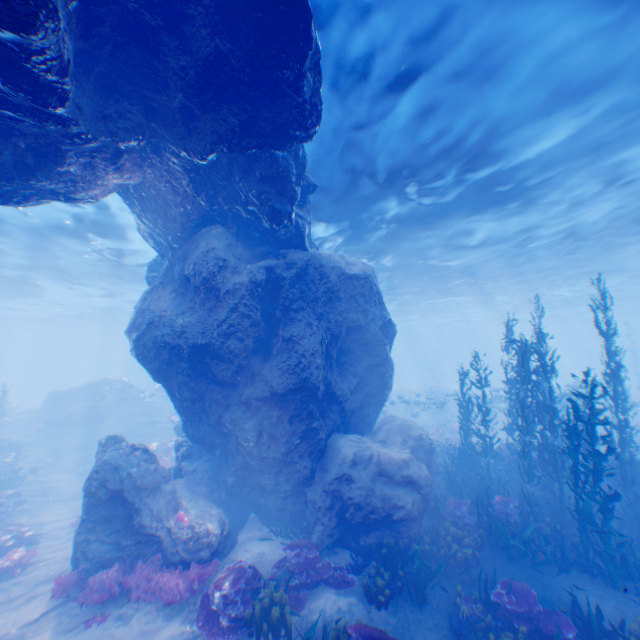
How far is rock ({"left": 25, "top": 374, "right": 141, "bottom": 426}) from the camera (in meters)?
25.98

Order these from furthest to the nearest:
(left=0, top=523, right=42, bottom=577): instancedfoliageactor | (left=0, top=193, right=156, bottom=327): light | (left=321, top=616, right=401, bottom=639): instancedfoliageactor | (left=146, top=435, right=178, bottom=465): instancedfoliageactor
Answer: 1. (left=146, top=435, right=178, bottom=465): instancedfoliageactor
2. (left=0, top=193, right=156, bottom=327): light
3. (left=0, top=523, right=42, bottom=577): instancedfoliageactor
4. (left=321, top=616, right=401, bottom=639): instancedfoliageactor

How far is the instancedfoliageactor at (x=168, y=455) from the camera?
18.4 meters

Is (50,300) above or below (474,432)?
above

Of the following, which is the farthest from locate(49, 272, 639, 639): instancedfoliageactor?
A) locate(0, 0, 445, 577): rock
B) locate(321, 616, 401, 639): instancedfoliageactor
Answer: locate(321, 616, 401, 639): instancedfoliageactor

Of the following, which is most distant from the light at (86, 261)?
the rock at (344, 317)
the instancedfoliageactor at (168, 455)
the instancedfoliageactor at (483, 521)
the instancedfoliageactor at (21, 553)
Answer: the instancedfoliageactor at (483, 521)

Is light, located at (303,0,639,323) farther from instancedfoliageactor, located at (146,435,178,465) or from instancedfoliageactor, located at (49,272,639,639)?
instancedfoliageactor, located at (49,272,639,639)

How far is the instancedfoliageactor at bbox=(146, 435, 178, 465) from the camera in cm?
1837
